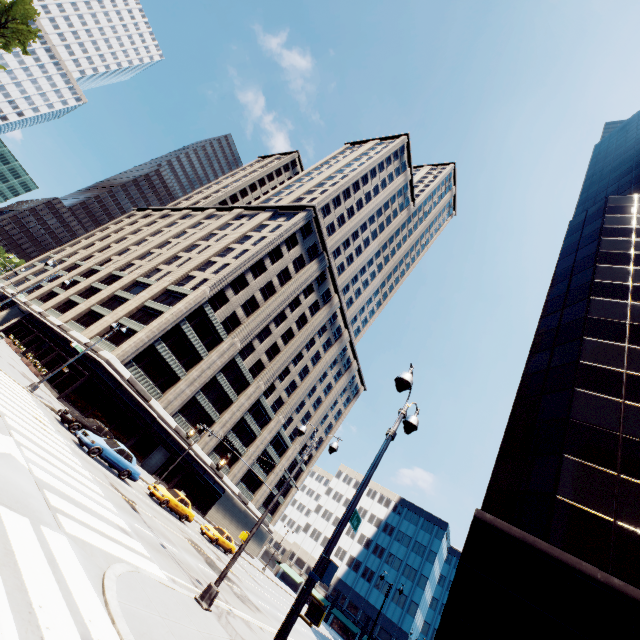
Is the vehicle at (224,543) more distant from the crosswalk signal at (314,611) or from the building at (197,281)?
the crosswalk signal at (314,611)

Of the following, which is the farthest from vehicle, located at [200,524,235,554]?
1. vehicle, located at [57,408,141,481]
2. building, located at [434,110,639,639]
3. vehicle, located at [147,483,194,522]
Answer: building, located at [434,110,639,639]

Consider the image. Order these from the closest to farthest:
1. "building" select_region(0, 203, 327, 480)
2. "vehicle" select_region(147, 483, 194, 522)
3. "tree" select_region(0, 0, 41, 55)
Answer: "vehicle" select_region(147, 483, 194, 522)
"tree" select_region(0, 0, 41, 55)
"building" select_region(0, 203, 327, 480)

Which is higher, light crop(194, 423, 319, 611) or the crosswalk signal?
the crosswalk signal

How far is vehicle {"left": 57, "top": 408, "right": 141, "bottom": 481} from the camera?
19.7 meters

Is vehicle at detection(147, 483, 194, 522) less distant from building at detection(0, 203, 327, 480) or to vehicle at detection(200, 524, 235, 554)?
vehicle at detection(200, 524, 235, 554)

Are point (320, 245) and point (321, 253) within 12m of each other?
yes

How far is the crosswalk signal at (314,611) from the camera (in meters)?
5.66
